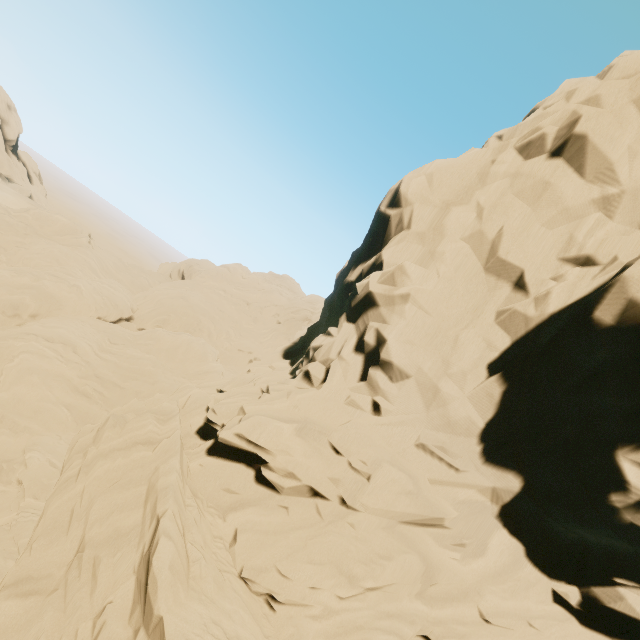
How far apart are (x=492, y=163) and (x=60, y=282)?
39.57m
